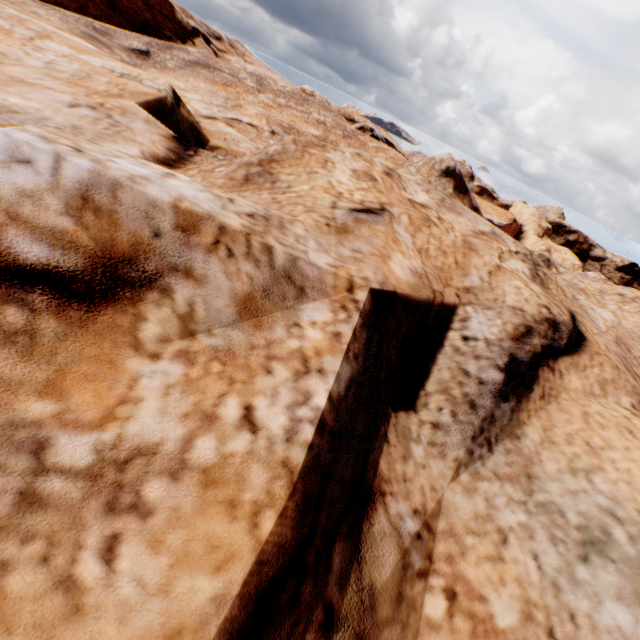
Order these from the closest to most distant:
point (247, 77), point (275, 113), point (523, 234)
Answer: point (275, 113) → point (247, 77) → point (523, 234)
